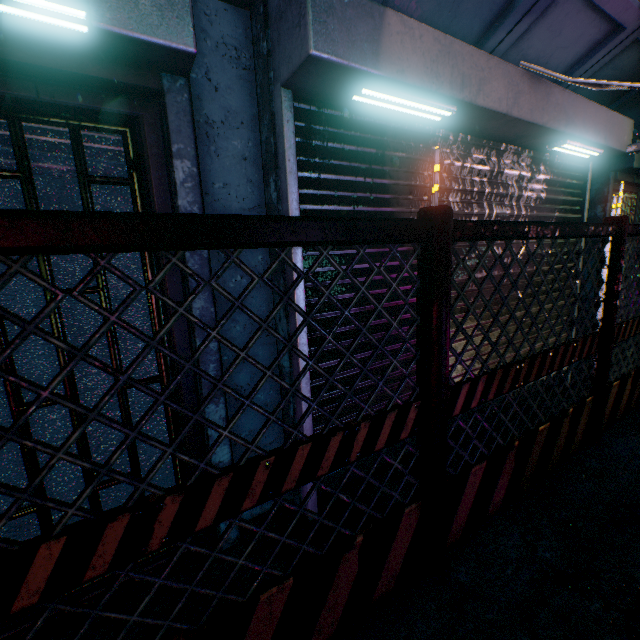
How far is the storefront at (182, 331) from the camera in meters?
1.6 m

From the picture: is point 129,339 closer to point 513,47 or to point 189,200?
point 189,200

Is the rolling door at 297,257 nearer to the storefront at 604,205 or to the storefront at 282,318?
the storefront at 282,318

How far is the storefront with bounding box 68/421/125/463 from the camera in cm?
152

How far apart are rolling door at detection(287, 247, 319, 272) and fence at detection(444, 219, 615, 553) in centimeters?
62cm

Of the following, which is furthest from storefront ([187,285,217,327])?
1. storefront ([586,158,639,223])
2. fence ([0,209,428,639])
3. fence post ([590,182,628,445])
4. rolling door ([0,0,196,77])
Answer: storefront ([586,158,639,223])
